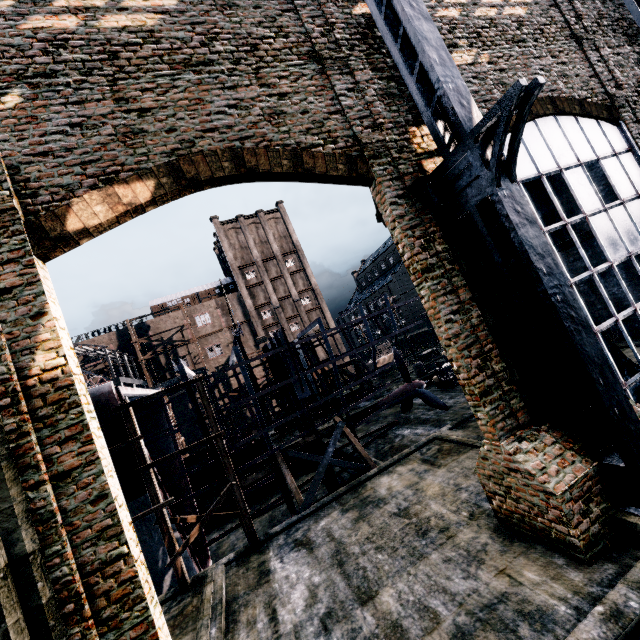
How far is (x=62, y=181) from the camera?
6.64m

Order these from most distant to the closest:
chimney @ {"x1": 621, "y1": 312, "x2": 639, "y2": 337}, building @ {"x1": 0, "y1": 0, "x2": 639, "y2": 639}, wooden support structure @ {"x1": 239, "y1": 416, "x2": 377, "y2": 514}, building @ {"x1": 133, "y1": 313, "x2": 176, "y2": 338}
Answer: building @ {"x1": 133, "y1": 313, "x2": 176, "y2": 338} → chimney @ {"x1": 621, "y1": 312, "x2": 639, "y2": 337} → wooden support structure @ {"x1": 239, "y1": 416, "x2": 377, "y2": 514} → building @ {"x1": 0, "y1": 0, "x2": 639, "y2": 639}

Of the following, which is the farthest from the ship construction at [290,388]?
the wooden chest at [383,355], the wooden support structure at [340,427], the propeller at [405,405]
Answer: the wooden chest at [383,355]

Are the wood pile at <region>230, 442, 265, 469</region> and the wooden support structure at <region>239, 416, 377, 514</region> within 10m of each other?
yes

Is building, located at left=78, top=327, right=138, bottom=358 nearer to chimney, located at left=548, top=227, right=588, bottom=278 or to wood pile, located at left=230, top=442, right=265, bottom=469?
wood pile, located at left=230, top=442, right=265, bottom=469

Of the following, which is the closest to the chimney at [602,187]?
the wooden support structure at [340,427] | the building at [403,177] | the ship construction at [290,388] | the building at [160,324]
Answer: the building at [403,177]

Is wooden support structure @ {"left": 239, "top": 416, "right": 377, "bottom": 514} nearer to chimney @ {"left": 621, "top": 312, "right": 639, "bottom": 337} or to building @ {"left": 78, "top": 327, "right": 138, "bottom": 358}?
chimney @ {"left": 621, "top": 312, "right": 639, "bottom": 337}

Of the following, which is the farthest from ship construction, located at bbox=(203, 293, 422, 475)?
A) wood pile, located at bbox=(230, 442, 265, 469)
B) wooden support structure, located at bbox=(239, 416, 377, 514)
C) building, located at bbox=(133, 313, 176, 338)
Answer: building, located at bbox=(133, 313, 176, 338)
